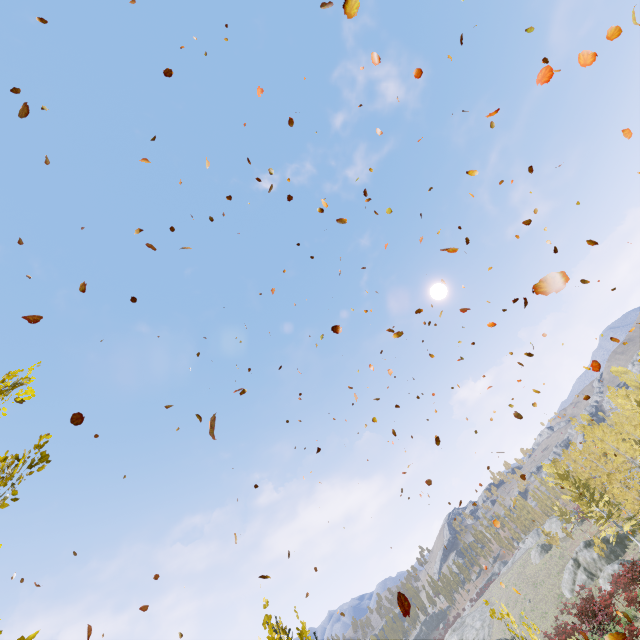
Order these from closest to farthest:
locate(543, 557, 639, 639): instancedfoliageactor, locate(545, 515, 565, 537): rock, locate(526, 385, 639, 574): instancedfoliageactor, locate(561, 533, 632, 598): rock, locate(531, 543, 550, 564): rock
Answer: locate(543, 557, 639, 639): instancedfoliageactor → locate(526, 385, 639, 574): instancedfoliageactor → locate(561, 533, 632, 598): rock → locate(531, 543, 550, 564): rock → locate(545, 515, 565, 537): rock

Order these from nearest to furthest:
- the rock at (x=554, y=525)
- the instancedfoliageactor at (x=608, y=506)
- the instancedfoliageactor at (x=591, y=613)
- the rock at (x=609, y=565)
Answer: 1. the instancedfoliageactor at (x=591, y=613)
2. the instancedfoliageactor at (x=608, y=506)
3. the rock at (x=609, y=565)
4. the rock at (x=554, y=525)

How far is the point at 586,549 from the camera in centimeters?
3875cm

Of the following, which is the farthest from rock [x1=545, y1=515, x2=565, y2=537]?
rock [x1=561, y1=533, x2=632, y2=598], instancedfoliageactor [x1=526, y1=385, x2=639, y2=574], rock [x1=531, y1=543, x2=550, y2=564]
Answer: rock [x1=561, y1=533, x2=632, y2=598]

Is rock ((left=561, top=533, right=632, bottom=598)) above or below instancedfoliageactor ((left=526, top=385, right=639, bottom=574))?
below

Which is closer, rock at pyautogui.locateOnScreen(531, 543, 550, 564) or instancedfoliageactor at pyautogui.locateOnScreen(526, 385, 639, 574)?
instancedfoliageactor at pyautogui.locateOnScreen(526, 385, 639, 574)

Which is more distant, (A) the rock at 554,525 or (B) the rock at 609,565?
(A) the rock at 554,525
